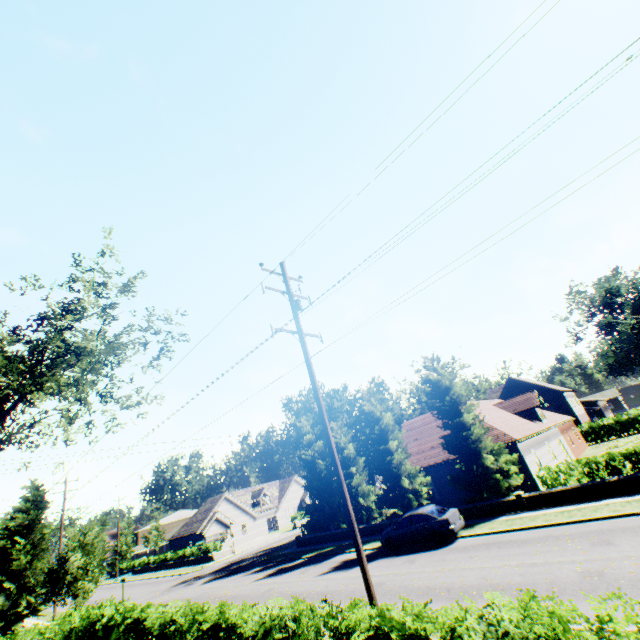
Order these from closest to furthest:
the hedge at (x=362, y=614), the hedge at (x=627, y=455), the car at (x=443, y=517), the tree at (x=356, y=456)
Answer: the hedge at (x=362, y=614) → the hedge at (x=627, y=455) → the car at (x=443, y=517) → the tree at (x=356, y=456)

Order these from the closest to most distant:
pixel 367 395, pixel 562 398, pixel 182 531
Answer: pixel 367 395, pixel 562 398, pixel 182 531

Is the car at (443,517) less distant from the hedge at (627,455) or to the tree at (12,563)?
the tree at (12,563)

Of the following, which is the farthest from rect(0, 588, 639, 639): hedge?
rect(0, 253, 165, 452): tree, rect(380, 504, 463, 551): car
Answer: rect(380, 504, 463, 551): car

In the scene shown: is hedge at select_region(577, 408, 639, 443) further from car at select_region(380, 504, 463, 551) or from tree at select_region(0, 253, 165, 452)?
car at select_region(380, 504, 463, 551)

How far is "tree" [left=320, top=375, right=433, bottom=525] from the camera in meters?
23.9
